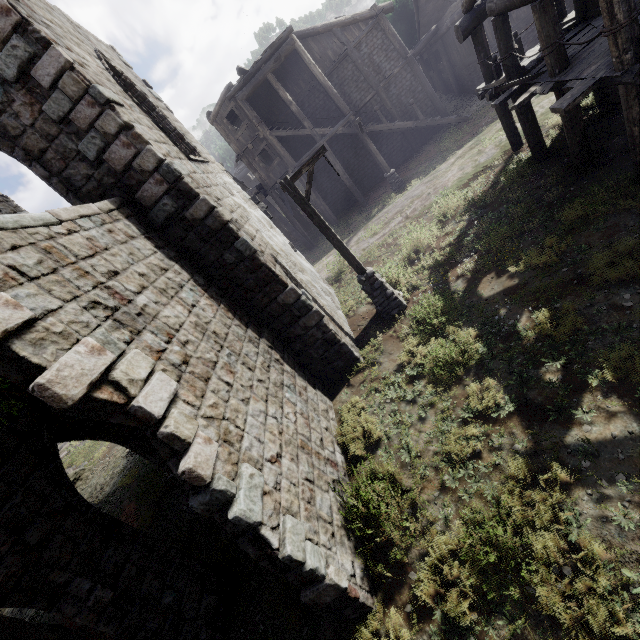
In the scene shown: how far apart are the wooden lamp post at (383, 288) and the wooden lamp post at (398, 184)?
10.59m

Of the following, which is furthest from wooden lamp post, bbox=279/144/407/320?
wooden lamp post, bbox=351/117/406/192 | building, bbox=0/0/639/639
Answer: wooden lamp post, bbox=351/117/406/192

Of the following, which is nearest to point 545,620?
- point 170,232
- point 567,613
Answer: point 567,613

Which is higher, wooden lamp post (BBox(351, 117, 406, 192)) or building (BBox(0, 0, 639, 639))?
building (BBox(0, 0, 639, 639))

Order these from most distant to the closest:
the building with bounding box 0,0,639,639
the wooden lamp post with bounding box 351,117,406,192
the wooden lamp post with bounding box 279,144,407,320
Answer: the wooden lamp post with bounding box 351,117,406,192 < the wooden lamp post with bounding box 279,144,407,320 < the building with bounding box 0,0,639,639

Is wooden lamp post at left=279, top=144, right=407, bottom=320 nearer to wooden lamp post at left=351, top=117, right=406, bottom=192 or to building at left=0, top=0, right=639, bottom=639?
building at left=0, top=0, right=639, bottom=639

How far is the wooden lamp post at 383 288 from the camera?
8.63m
